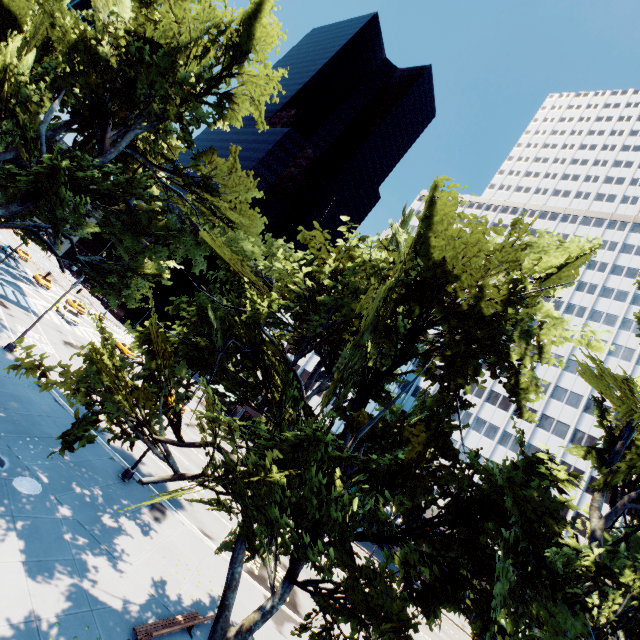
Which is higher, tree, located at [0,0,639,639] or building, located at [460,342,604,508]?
building, located at [460,342,604,508]

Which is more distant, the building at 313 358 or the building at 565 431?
the building at 313 358

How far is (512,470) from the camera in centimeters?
835cm

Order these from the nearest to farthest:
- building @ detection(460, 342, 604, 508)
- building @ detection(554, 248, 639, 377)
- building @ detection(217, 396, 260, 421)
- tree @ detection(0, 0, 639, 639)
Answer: tree @ detection(0, 0, 639, 639) → building @ detection(460, 342, 604, 508) → building @ detection(554, 248, 639, 377) → building @ detection(217, 396, 260, 421)

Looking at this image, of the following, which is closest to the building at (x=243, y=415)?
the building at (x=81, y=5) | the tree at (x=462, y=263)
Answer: the tree at (x=462, y=263)

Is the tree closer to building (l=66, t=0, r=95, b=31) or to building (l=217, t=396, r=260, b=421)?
building (l=217, t=396, r=260, b=421)

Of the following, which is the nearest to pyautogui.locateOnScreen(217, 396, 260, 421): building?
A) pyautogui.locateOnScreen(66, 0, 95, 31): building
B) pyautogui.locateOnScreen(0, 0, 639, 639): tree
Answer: pyautogui.locateOnScreen(0, 0, 639, 639): tree
